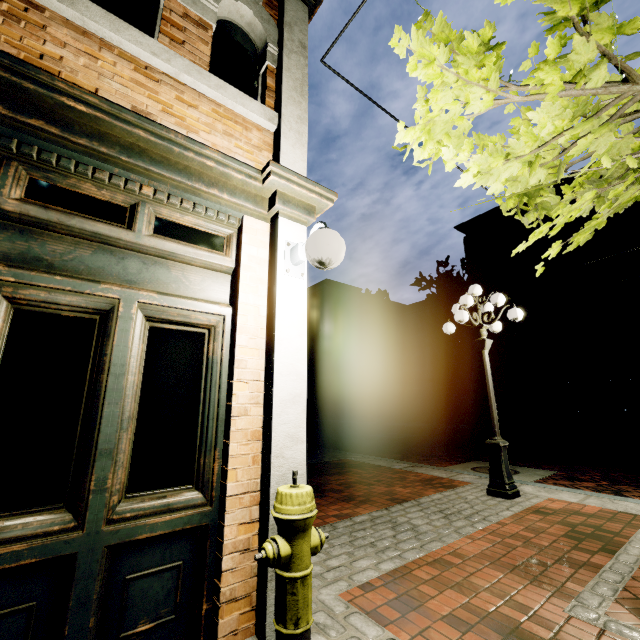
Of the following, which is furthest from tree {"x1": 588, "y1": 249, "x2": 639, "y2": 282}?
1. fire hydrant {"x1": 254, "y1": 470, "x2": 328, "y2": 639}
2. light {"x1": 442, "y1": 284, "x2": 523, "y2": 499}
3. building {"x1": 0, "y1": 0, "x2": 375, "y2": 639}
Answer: light {"x1": 442, "y1": 284, "x2": 523, "y2": 499}

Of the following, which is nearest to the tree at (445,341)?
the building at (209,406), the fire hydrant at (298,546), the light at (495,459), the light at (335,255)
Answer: the building at (209,406)

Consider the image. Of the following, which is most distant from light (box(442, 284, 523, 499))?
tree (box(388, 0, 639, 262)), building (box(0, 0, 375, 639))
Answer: building (box(0, 0, 375, 639))

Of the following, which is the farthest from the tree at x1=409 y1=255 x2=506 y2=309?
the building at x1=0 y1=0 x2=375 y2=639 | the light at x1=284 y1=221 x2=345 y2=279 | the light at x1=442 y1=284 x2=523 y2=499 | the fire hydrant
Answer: the light at x1=442 y1=284 x2=523 y2=499

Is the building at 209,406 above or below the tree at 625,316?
below

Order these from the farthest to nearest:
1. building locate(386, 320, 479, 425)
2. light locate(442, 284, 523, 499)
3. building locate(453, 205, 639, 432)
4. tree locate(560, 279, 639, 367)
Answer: building locate(386, 320, 479, 425)
building locate(453, 205, 639, 432)
tree locate(560, 279, 639, 367)
light locate(442, 284, 523, 499)

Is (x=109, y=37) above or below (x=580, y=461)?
above
